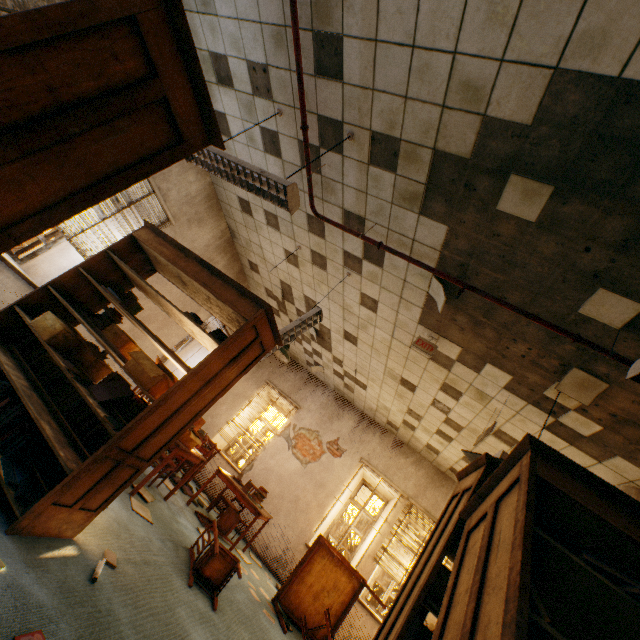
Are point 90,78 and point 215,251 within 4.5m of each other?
no

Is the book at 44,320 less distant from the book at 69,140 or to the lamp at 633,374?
the book at 69,140

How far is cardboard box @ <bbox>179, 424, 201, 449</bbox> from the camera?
4.5 meters

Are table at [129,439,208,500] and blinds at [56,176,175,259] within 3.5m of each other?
yes

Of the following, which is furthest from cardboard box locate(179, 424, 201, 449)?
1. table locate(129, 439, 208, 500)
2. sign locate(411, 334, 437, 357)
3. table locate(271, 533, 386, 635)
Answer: sign locate(411, 334, 437, 357)

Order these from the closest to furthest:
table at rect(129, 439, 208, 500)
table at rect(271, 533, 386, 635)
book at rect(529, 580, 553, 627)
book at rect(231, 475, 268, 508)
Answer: book at rect(529, 580, 553, 627), table at rect(129, 439, 208, 500), table at rect(271, 533, 386, 635), book at rect(231, 475, 268, 508)

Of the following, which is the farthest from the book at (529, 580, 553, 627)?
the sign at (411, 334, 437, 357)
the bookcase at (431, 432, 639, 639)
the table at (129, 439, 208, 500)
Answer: the table at (129, 439, 208, 500)

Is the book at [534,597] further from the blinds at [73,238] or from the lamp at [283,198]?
the blinds at [73,238]
